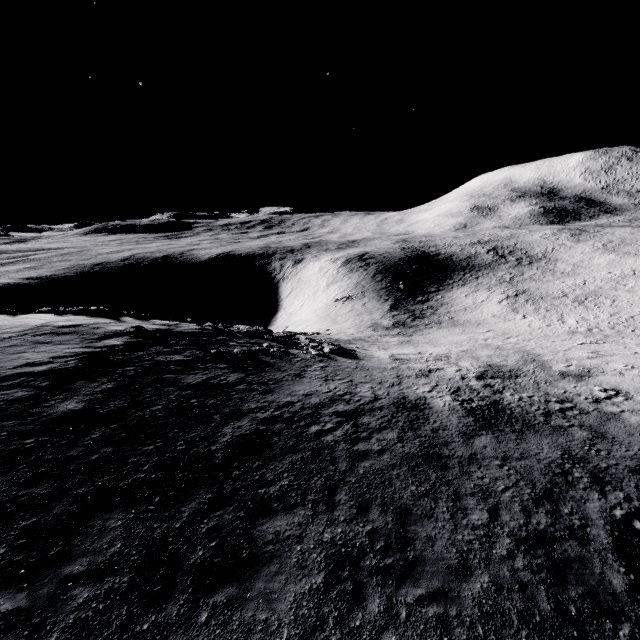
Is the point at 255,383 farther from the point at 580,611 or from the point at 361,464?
the point at 580,611
